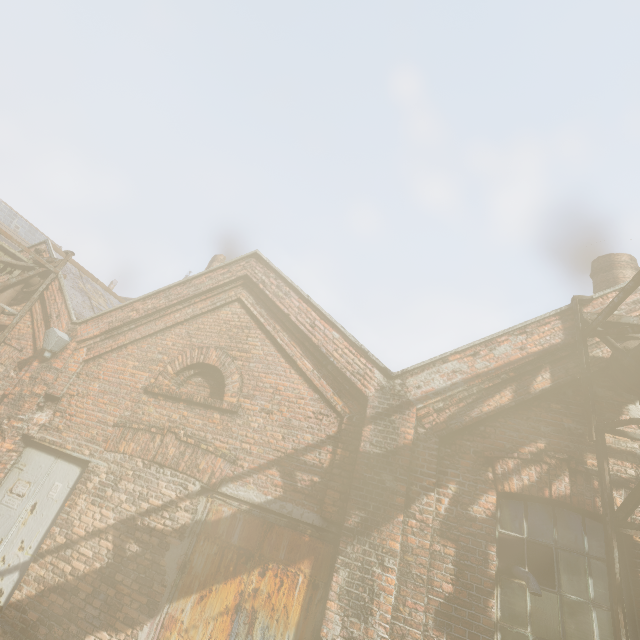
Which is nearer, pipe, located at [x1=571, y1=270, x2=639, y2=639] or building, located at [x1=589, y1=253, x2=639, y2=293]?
pipe, located at [x1=571, y1=270, x2=639, y2=639]

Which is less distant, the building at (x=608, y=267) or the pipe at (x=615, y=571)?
the pipe at (x=615, y=571)

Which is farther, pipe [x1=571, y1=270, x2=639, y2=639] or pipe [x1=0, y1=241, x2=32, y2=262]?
pipe [x1=0, y1=241, x2=32, y2=262]

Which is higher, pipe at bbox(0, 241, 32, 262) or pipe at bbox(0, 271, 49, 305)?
pipe at bbox(0, 241, 32, 262)

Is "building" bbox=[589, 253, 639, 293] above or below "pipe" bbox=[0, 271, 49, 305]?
above

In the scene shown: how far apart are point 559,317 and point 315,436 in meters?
4.1

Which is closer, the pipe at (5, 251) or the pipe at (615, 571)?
the pipe at (615, 571)
